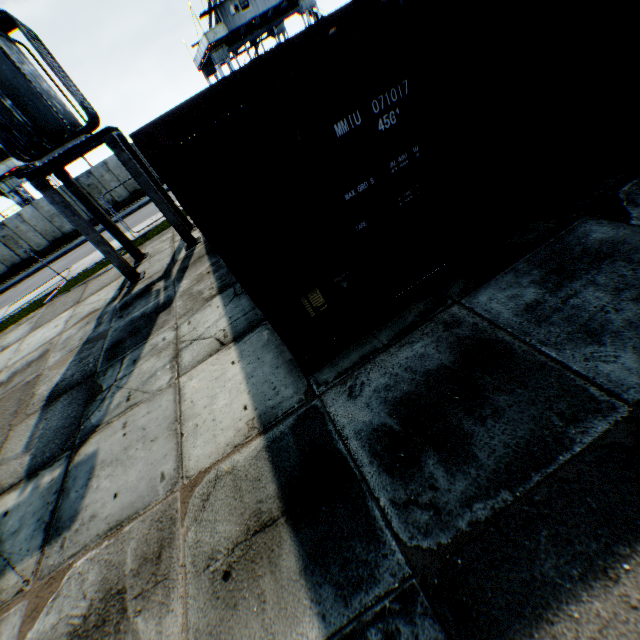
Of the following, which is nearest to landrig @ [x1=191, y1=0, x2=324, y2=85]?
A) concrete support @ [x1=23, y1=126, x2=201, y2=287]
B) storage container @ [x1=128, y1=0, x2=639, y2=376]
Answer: storage container @ [x1=128, y1=0, x2=639, y2=376]

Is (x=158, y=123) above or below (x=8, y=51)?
below

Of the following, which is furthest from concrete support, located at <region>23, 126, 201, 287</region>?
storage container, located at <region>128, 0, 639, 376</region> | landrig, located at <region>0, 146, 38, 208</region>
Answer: landrig, located at <region>0, 146, 38, 208</region>

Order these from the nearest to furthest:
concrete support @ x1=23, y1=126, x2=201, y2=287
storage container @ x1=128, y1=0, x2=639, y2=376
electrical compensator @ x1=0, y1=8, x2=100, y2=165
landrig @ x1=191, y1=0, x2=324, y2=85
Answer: storage container @ x1=128, y1=0, x2=639, y2=376 → electrical compensator @ x1=0, y1=8, x2=100, y2=165 → concrete support @ x1=23, y1=126, x2=201, y2=287 → landrig @ x1=191, y1=0, x2=324, y2=85

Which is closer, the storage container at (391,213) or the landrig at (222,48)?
the storage container at (391,213)

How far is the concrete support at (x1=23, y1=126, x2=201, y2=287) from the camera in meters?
8.4 m

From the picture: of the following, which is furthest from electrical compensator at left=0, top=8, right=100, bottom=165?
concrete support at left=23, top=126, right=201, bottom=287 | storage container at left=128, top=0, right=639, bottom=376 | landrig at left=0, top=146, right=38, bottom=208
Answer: landrig at left=0, top=146, right=38, bottom=208

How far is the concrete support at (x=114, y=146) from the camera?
8.4m
